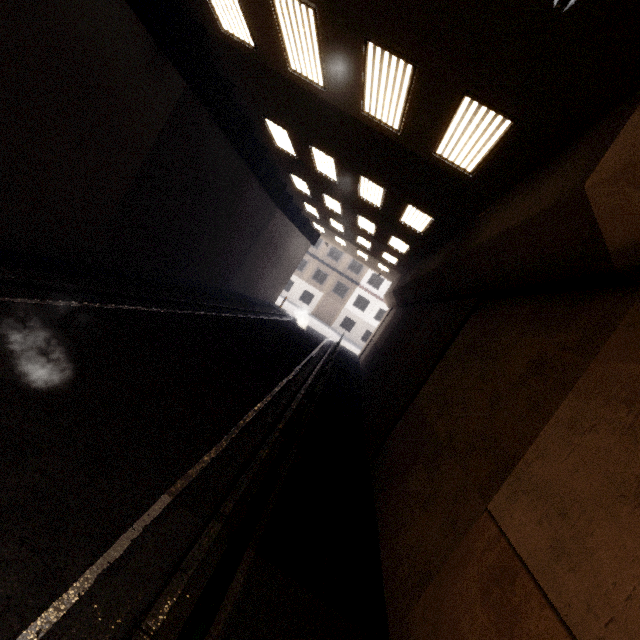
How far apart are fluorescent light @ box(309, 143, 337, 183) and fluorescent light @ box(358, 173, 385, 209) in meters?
1.0

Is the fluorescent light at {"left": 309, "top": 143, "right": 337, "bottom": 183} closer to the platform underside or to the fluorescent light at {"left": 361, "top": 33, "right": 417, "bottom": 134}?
the platform underside

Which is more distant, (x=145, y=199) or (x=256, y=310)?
(x=256, y=310)

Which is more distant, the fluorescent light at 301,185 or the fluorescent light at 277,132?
the fluorescent light at 301,185

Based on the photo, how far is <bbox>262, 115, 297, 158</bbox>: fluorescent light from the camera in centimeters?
1078cm

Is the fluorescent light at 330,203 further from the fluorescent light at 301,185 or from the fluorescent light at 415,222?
the fluorescent light at 415,222

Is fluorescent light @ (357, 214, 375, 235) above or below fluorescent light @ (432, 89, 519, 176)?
above

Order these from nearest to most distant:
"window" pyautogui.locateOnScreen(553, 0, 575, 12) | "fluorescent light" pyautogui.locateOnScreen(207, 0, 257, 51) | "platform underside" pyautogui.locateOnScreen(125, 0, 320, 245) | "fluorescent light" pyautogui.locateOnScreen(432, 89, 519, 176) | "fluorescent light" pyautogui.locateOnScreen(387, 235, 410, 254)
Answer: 1. "window" pyautogui.locateOnScreen(553, 0, 575, 12)
2. "fluorescent light" pyautogui.locateOnScreen(432, 89, 519, 176)
3. "fluorescent light" pyautogui.locateOnScreen(207, 0, 257, 51)
4. "platform underside" pyautogui.locateOnScreen(125, 0, 320, 245)
5. "fluorescent light" pyautogui.locateOnScreen(387, 235, 410, 254)
